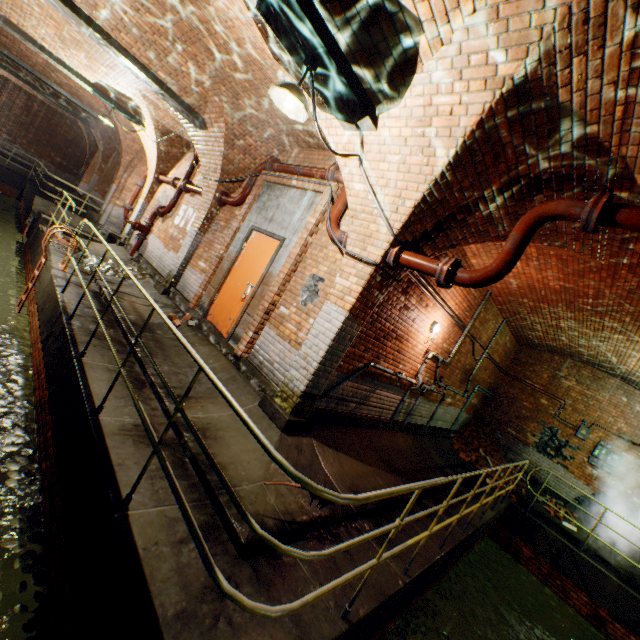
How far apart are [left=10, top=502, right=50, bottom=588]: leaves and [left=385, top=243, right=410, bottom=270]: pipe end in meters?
4.7 m

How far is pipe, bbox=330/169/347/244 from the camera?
4.9m

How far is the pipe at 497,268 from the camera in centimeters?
316cm

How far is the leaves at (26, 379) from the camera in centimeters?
376cm

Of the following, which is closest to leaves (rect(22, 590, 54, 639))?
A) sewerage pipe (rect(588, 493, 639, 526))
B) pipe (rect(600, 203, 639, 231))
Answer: pipe (rect(600, 203, 639, 231))

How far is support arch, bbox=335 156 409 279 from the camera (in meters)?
4.19

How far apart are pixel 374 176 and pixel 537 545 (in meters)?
10.08

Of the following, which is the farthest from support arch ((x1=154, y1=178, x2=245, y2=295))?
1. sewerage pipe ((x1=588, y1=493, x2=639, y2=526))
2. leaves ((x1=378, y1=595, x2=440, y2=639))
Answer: sewerage pipe ((x1=588, y1=493, x2=639, y2=526))
